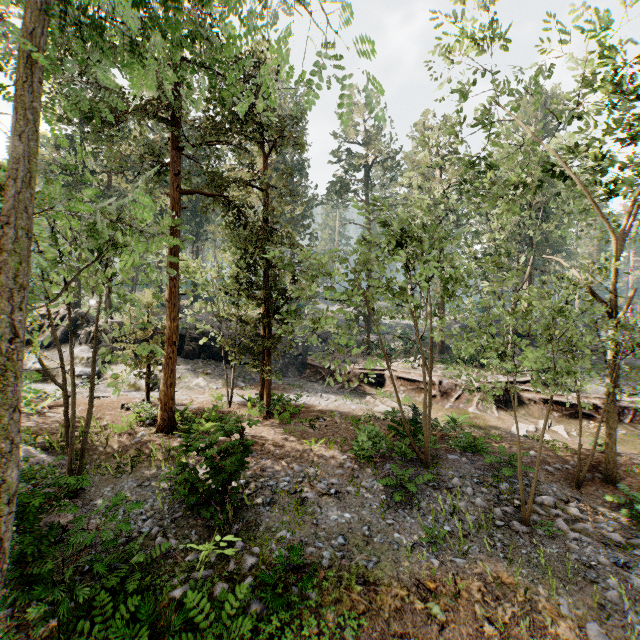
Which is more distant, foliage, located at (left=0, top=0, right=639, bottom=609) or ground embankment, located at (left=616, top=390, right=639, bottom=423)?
ground embankment, located at (left=616, top=390, right=639, bottom=423)

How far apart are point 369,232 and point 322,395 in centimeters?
2924cm

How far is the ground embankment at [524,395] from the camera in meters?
19.7 m

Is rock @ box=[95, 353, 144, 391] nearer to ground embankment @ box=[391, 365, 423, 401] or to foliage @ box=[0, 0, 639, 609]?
ground embankment @ box=[391, 365, 423, 401]

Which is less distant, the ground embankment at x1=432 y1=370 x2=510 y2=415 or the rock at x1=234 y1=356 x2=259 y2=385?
the ground embankment at x1=432 y1=370 x2=510 y2=415

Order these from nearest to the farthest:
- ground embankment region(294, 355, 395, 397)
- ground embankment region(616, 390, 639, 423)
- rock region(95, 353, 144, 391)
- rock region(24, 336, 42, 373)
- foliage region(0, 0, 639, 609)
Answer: foliage region(0, 0, 639, 609)
ground embankment region(616, 390, 639, 423)
rock region(95, 353, 144, 391)
rock region(24, 336, 42, 373)
ground embankment region(294, 355, 395, 397)

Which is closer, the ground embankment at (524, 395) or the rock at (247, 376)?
the ground embankment at (524, 395)
